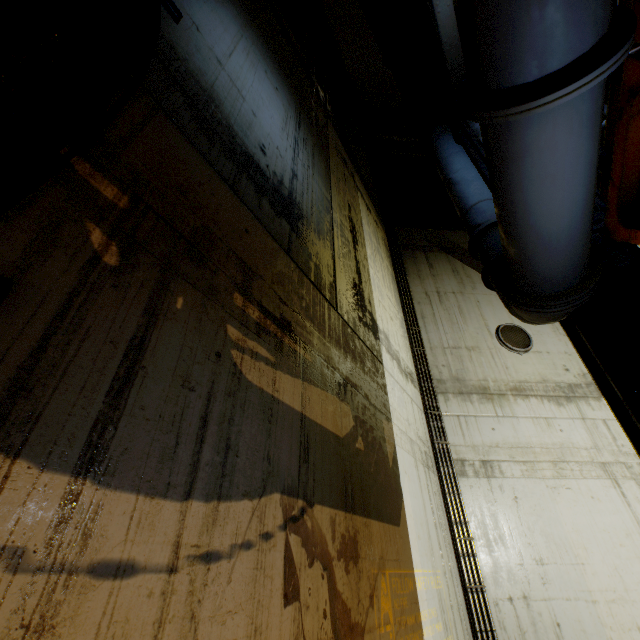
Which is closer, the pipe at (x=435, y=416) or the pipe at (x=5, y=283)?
the pipe at (x=5, y=283)

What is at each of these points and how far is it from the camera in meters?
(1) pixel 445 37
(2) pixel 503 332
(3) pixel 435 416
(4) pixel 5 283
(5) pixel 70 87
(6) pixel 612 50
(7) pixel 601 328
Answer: (1) beam, 4.7 m
(2) cable, 7.5 m
(3) pipe, 6.1 m
(4) pipe, 1.0 m
(5) pipe, 1.4 m
(6) pipe, 1.2 m
(7) beam, 2.4 m

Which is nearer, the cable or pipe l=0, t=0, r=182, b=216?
pipe l=0, t=0, r=182, b=216

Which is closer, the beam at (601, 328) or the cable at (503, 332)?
the beam at (601, 328)

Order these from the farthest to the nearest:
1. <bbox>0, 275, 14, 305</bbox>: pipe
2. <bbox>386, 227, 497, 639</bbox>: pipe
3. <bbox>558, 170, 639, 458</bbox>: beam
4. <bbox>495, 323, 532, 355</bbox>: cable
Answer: <bbox>495, 323, 532, 355</bbox>: cable < <bbox>386, 227, 497, 639</bbox>: pipe < <bbox>558, 170, 639, 458</bbox>: beam < <bbox>0, 275, 14, 305</bbox>: pipe

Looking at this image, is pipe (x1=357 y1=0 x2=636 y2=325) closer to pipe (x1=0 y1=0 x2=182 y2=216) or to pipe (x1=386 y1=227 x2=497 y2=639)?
pipe (x1=0 y1=0 x2=182 y2=216)

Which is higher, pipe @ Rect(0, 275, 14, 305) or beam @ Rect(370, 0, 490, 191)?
beam @ Rect(370, 0, 490, 191)

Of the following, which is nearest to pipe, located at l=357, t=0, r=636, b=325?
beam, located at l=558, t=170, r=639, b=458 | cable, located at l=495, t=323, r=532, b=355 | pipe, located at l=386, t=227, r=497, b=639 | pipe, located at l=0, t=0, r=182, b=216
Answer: beam, located at l=558, t=170, r=639, b=458
